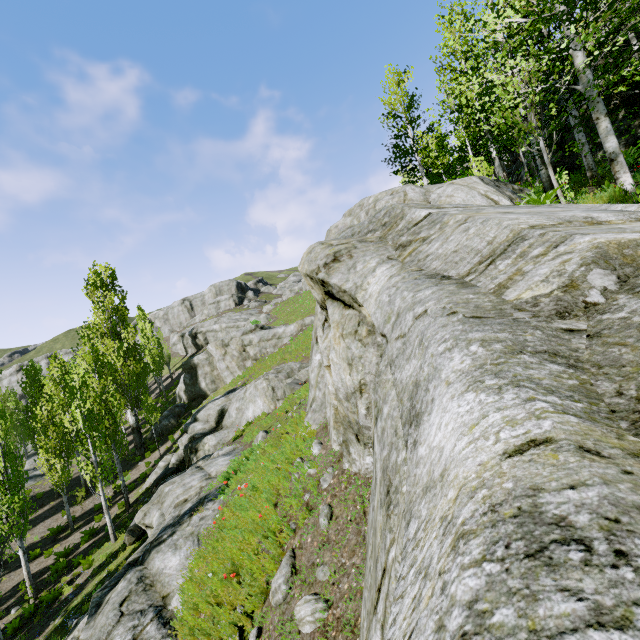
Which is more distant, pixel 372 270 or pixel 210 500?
pixel 210 500

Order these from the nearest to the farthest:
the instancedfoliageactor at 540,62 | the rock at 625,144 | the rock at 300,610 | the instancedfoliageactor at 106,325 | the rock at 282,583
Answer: the rock at 300,610, the rock at 282,583, the instancedfoliageactor at 540,62, the rock at 625,144, the instancedfoliageactor at 106,325

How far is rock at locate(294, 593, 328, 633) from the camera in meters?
4.2

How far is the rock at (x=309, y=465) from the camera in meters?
6.6

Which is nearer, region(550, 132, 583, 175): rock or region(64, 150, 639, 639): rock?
region(64, 150, 639, 639): rock

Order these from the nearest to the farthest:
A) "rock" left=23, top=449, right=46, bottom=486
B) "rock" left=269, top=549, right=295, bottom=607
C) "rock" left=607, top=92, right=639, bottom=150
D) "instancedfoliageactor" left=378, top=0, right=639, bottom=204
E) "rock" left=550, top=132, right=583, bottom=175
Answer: "rock" left=269, top=549, right=295, bottom=607 → "instancedfoliageactor" left=378, top=0, right=639, bottom=204 → "rock" left=607, top=92, right=639, bottom=150 → "rock" left=550, top=132, right=583, bottom=175 → "rock" left=23, top=449, right=46, bottom=486

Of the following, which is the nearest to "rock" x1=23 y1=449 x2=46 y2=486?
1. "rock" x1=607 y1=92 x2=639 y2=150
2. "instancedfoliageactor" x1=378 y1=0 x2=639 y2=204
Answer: "instancedfoliageactor" x1=378 y1=0 x2=639 y2=204

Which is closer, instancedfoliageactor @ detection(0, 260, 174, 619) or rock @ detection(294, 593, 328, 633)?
rock @ detection(294, 593, 328, 633)
